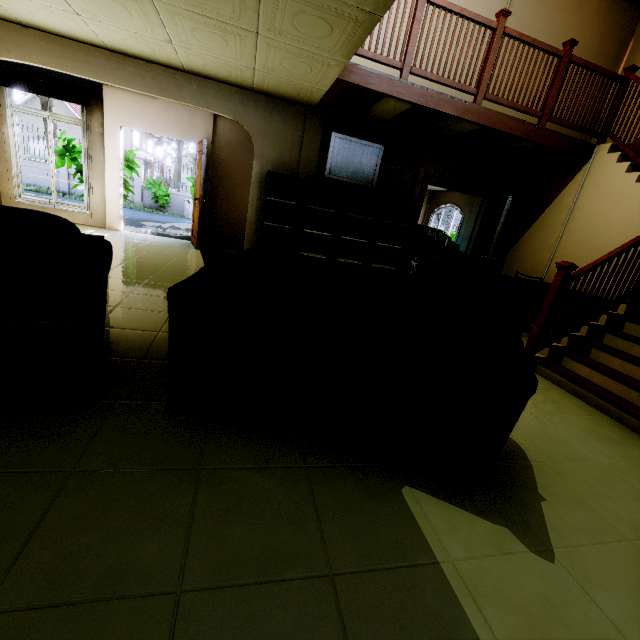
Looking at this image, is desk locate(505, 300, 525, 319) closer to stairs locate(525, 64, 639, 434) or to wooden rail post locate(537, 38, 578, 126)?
stairs locate(525, 64, 639, 434)

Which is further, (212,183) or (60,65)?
(212,183)

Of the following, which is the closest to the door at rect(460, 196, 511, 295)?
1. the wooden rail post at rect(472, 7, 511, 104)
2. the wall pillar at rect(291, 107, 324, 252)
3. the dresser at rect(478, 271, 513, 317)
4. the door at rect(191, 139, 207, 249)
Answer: the dresser at rect(478, 271, 513, 317)

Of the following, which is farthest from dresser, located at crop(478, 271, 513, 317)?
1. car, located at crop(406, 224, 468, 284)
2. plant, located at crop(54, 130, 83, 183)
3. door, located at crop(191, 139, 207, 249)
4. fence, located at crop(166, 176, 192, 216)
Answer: fence, located at crop(166, 176, 192, 216)

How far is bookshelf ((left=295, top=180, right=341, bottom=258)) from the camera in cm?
557

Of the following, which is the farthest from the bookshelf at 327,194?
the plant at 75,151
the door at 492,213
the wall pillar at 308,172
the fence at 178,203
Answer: the fence at 178,203

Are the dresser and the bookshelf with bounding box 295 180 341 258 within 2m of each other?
no

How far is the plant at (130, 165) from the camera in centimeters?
785cm
